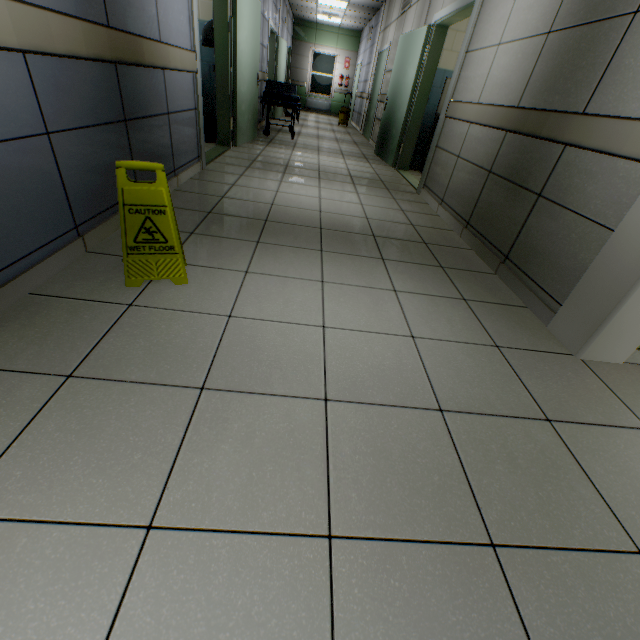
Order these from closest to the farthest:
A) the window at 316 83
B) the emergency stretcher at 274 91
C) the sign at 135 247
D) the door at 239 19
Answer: the sign at 135 247
the door at 239 19
the emergency stretcher at 274 91
the window at 316 83

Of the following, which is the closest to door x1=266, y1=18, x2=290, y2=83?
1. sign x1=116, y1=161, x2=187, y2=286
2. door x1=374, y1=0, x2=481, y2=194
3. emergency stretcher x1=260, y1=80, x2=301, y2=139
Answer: emergency stretcher x1=260, y1=80, x2=301, y2=139

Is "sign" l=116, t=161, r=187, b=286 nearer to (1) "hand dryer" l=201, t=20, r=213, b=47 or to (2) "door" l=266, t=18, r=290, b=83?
(1) "hand dryer" l=201, t=20, r=213, b=47

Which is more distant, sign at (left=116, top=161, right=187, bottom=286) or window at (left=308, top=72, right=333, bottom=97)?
window at (left=308, top=72, right=333, bottom=97)

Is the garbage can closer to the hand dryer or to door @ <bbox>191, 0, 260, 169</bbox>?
door @ <bbox>191, 0, 260, 169</bbox>

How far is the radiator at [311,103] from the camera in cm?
1548

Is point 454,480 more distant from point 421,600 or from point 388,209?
point 388,209

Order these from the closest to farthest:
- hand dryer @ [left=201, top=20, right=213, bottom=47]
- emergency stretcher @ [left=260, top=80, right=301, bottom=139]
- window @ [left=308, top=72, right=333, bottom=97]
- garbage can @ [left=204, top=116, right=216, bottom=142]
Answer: hand dryer @ [left=201, top=20, right=213, bottom=47], garbage can @ [left=204, top=116, right=216, bottom=142], emergency stretcher @ [left=260, top=80, right=301, bottom=139], window @ [left=308, top=72, right=333, bottom=97]
